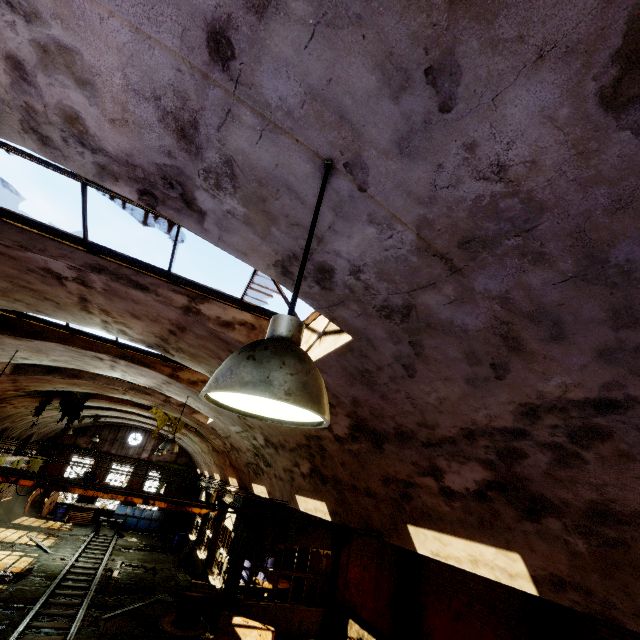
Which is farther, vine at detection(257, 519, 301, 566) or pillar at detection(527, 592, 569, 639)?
vine at detection(257, 519, 301, 566)

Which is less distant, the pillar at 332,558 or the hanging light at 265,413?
the hanging light at 265,413

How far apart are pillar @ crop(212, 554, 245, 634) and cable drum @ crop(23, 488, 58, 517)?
21.0 meters

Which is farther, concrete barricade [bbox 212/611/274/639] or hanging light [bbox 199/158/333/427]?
concrete barricade [bbox 212/611/274/639]

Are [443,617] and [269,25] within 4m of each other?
no

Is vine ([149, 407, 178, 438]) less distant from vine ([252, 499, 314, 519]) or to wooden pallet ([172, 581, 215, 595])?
vine ([252, 499, 314, 519])

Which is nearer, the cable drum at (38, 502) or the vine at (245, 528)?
the vine at (245, 528)

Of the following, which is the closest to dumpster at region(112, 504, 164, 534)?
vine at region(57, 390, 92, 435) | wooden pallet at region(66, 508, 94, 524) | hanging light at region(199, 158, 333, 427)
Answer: wooden pallet at region(66, 508, 94, 524)
